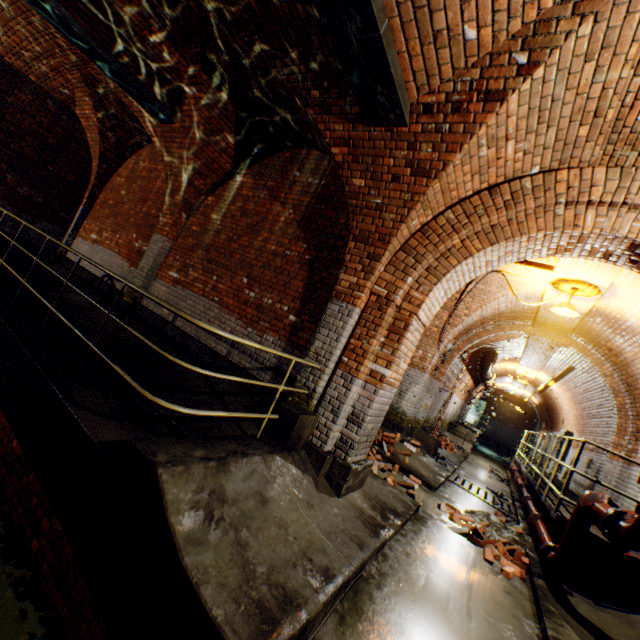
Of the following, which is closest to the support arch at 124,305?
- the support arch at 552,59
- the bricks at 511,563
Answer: the support arch at 552,59

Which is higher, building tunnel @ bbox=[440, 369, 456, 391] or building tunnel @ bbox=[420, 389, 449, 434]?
building tunnel @ bbox=[440, 369, 456, 391]

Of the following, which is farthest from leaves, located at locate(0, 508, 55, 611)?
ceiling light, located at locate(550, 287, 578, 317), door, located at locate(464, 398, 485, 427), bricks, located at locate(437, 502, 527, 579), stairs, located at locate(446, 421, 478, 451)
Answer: stairs, located at locate(446, 421, 478, 451)

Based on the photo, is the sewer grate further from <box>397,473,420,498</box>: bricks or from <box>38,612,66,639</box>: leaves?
<box>38,612,66,639</box>: leaves

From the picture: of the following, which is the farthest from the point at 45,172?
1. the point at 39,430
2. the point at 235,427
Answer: the point at 235,427

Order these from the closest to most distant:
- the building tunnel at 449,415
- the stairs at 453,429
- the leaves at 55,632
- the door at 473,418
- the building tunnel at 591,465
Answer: the leaves at 55,632 < the building tunnel at 591,465 < the building tunnel at 449,415 < the stairs at 453,429 < the door at 473,418

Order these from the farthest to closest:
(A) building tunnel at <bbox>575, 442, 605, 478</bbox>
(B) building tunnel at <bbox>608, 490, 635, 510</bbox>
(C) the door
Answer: (C) the door
(A) building tunnel at <bbox>575, 442, 605, 478</bbox>
(B) building tunnel at <bbox>608, 490, 635, 510</bbox>

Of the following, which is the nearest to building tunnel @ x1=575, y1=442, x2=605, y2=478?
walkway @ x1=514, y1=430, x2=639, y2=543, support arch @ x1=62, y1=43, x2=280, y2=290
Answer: walkway @ x1=514, y1=430, x2=639, y2=543
